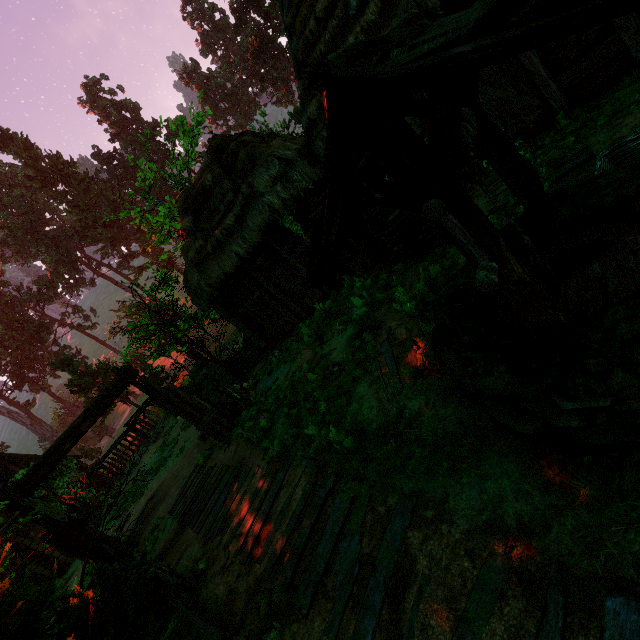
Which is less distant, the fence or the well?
the well

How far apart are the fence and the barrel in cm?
15

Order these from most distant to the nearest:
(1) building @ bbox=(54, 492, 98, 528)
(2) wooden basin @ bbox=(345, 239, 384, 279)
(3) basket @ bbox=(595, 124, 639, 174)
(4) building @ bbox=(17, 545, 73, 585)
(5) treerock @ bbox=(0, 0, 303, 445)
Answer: (5) treerock @ bbox=(0, 0, 303, 445) < (1) building @ bbox=(54, 492, 98, 528) < (4) building @ bbox=(17, 545, 73, 585) < (2) wooden basin @ bbox=(345, 239, 384, 279) < (3) basket @ bbox=(595, 124, 639, 174)

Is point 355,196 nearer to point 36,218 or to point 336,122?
point 336,122

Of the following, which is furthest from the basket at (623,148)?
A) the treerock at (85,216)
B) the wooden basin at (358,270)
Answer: the treerock at (85,216)

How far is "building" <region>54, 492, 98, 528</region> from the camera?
17.1 meters

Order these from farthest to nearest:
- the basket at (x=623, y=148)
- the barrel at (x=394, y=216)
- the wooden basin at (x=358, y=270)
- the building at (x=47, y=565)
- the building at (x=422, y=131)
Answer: the building at (x=47, y=565) → the wooden basin at (x=358, y=270) → the building at (x=422, y=131) → the barrel at (x=394, y=216) → the basket at (x=623, y=148)

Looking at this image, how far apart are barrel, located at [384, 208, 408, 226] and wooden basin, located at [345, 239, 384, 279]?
0.86m
